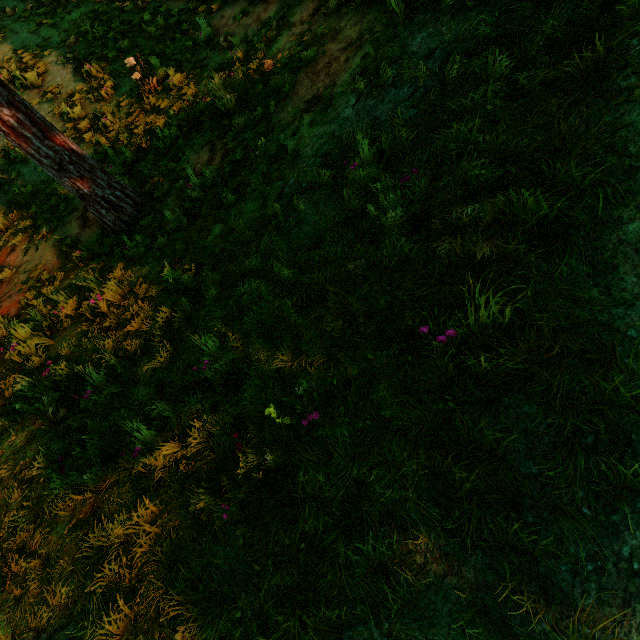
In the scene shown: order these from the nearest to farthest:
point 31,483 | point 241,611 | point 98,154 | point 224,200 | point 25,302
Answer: point 241,611 < point 31,483 < point 224,200 < point 25,302 < point 98,154
